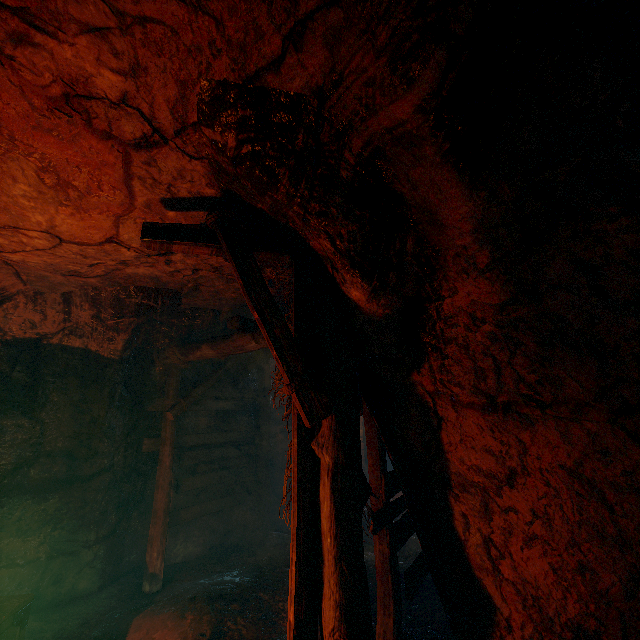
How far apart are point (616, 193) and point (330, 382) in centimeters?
219cm

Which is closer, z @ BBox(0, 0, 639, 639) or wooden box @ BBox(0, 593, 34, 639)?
z @ BBox(0, 0, 639, 639)

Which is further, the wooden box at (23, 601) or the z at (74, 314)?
the wooden box at (23, 601)
